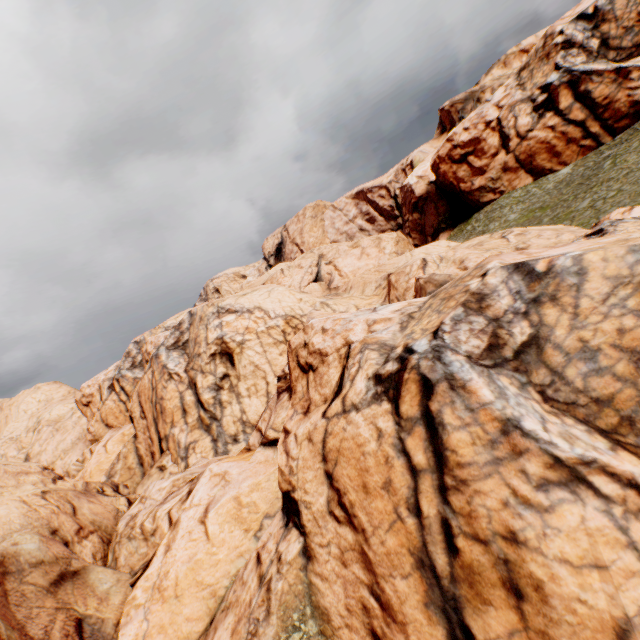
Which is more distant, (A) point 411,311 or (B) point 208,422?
(B) point 208,422
